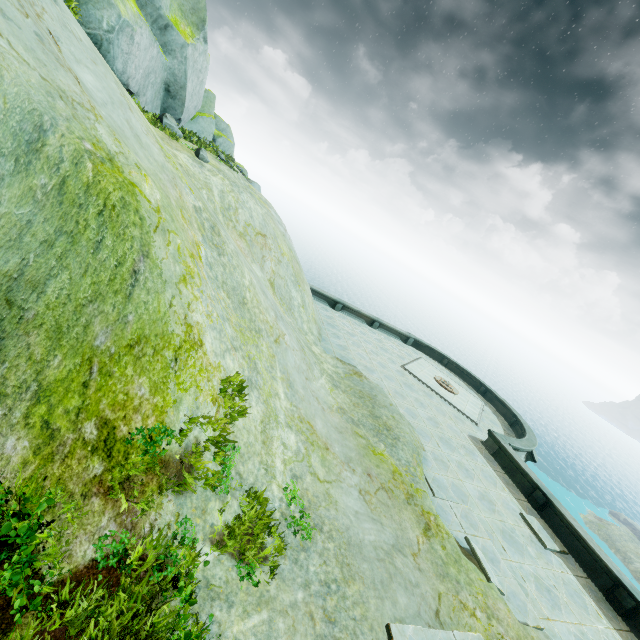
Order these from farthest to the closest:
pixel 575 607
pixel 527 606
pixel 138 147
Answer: pixel 575 607, pixel 527 606, pixel 138 147
